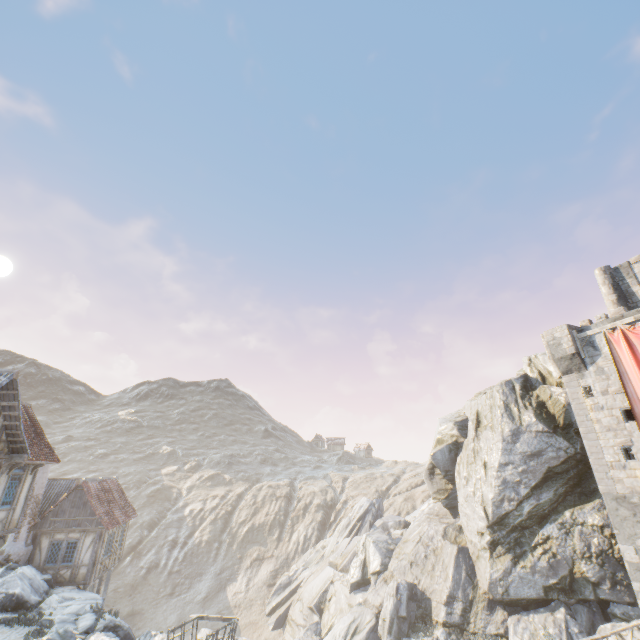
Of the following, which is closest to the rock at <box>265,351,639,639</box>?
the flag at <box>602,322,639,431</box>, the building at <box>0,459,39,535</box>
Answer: the building at <box>0,459,39,535</box>

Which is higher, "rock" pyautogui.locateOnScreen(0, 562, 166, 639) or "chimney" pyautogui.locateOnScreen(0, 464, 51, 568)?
"chimney" pyautogui.locateOnScreen(0, 464, 51, 568)

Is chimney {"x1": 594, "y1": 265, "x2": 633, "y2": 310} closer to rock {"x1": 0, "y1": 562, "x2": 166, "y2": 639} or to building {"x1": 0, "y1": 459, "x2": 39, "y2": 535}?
rock {"x1": 0, "y1": 562, "x2": 166, "y2": 639}

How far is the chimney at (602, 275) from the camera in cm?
2194

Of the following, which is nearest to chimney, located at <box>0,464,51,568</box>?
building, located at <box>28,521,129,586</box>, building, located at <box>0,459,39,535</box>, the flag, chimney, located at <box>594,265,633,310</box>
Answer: building, located at <box>28,521,129,586</box>

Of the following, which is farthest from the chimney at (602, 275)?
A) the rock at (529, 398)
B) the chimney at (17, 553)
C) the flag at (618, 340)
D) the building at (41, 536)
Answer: the chimney at (17, 553)

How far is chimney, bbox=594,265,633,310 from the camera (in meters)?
21.94

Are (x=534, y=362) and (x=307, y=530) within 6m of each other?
no
